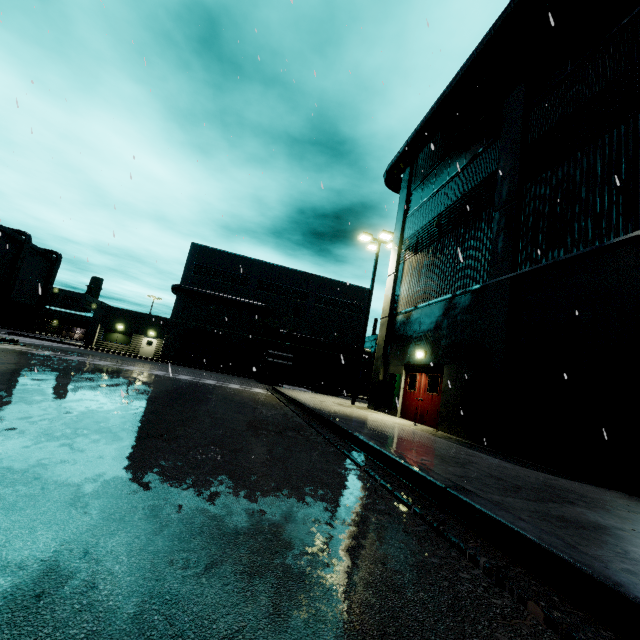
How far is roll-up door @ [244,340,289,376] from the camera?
40.4 meters

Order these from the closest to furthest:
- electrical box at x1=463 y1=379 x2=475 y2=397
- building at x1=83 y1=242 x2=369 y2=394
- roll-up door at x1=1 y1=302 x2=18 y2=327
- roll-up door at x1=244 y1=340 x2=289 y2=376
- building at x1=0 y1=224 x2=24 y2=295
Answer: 1. electrical box at x1=463 y1=379 x2=475 y2=397
2. building at x1=83 y1=242 x2=369 y2=394
3. roll-up door at x1=244 y1=340 x2=289 y2=376
4. building at x1=0 y1=224 x2=24 y2=295
5. roll-up door at x1=1 y1=302 x2=18 y2=327

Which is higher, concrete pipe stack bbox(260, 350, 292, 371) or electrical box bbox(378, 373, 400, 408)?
concrete pipe stack bbox(260, 350, 292, 371)

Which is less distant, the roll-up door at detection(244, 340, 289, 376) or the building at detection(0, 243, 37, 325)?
the roll-up door at detection(244, 340, 289, 376)

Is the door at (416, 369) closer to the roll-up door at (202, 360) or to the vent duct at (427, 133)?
the roll-up door at (202, 360)

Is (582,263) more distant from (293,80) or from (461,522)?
(293,80)

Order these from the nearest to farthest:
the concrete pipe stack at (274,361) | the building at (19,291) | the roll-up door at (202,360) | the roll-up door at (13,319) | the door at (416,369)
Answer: the door at (416,369) → the concrete pipe stack at (274,361) → the roll-up door at (202,360) → the building at (19,291) → the roll-up door at (13,319)

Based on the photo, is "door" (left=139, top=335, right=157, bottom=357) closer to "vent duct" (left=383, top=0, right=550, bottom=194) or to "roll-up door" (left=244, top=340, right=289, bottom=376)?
"roll-up door" (left=244, top=340, right=289, bottom=376)
